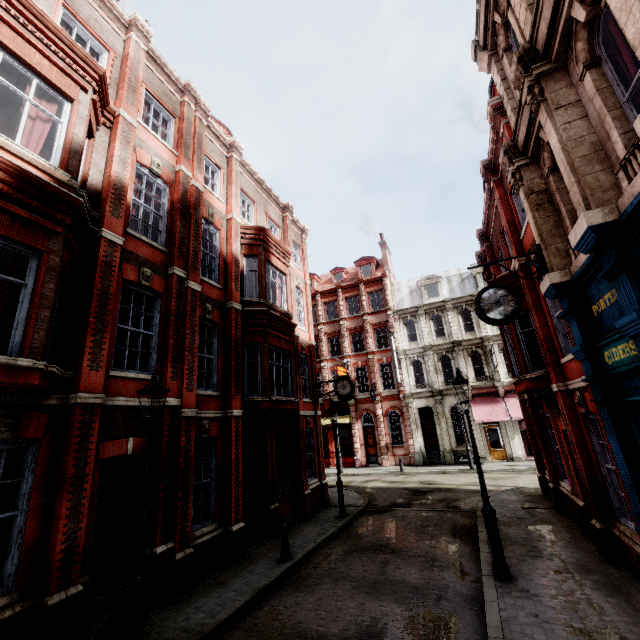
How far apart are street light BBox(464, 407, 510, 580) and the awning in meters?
18.3

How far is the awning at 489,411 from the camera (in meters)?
23.89

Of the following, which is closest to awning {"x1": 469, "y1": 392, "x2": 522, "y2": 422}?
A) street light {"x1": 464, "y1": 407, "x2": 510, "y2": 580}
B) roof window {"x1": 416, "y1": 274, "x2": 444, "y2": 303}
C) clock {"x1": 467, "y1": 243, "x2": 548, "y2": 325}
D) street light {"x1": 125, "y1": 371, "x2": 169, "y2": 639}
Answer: roof window {"x1": 416, "y1": 274, "x2": 444, "y2": 303}

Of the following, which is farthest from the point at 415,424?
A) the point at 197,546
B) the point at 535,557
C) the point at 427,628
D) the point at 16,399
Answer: the point at 16,399

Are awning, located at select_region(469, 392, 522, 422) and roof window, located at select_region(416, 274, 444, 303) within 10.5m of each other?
yes

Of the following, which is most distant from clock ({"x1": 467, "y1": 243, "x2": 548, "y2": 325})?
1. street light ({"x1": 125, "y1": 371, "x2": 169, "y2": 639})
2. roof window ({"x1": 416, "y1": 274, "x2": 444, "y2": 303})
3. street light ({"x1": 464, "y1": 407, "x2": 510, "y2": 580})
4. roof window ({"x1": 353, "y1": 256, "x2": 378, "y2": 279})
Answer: roof window ({"x1": 353, "y1": 256, "x2": 378, "y2": 279})

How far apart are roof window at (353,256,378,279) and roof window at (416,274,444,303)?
4.67m

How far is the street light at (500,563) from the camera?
7.4m
